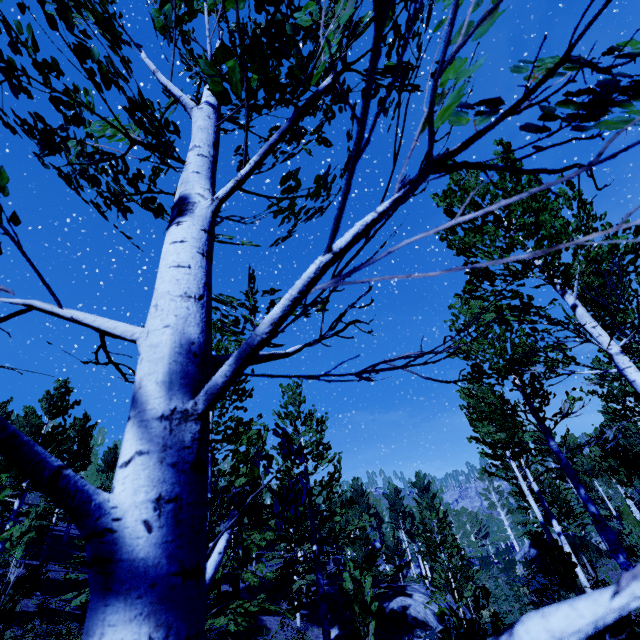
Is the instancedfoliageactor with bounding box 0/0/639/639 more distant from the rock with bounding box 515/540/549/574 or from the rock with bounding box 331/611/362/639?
the rock with bounding box 331/611/362/639

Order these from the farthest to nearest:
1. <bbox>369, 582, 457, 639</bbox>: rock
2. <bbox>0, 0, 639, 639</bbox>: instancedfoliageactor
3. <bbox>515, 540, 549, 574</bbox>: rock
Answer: <bbox>515, 540, 549, 574</bbox>: rock < <bbox>369, 582, 457, 639</bbox>: rock < <bbox>0, 0, 639, 639</bbox>: instancedfoliageactor

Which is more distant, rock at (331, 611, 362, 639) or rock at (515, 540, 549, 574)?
rock at (515, 540, 549, 574)

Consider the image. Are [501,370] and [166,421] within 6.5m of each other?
yes

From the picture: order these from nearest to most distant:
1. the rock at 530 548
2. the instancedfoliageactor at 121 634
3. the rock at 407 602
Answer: the instancedfoliageactor at 121 634
the rock at 407 602
the rock at 530 548

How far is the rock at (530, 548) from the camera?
29.3m

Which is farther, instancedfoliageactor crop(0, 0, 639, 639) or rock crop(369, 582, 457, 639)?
rock crop(369, 582, 457, 639)

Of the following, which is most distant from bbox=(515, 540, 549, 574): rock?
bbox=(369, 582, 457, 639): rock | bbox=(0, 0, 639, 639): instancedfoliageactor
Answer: bbox=(369, 582, 457, 639): rock
